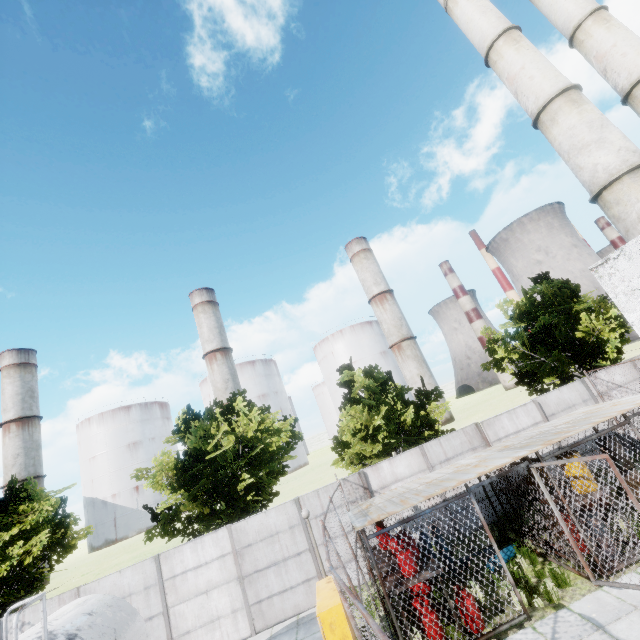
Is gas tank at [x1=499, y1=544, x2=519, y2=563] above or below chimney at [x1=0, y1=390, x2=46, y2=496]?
below

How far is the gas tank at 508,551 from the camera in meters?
10.2 m

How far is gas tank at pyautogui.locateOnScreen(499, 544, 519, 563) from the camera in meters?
10.2

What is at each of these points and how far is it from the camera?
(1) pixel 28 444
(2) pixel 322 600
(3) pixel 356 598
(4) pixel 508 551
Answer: (1) chimney, 57.8 meters
(2) gas box, 7.8 meters
(3) fence, 3.3 meters
(4) gas tank, 10.4 meters

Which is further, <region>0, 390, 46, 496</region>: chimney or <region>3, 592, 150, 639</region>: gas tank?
<region>0, 390, 46, 496</region>: chimney

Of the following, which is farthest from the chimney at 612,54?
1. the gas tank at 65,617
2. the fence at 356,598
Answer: the gas tank at 65,617

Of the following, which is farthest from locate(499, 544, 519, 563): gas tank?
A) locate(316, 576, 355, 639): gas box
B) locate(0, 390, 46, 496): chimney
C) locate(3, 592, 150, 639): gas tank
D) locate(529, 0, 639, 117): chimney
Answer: locate(0, 390, 46, 496): chimney

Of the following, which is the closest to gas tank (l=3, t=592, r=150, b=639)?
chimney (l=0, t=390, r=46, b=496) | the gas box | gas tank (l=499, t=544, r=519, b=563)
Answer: the gas box
